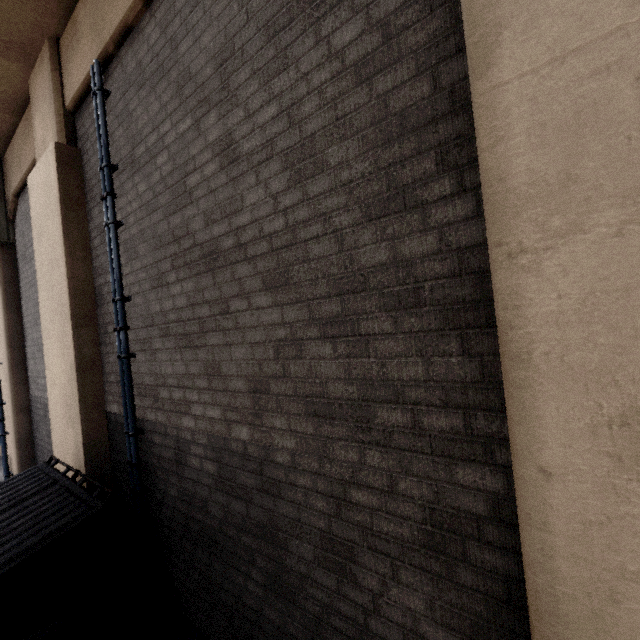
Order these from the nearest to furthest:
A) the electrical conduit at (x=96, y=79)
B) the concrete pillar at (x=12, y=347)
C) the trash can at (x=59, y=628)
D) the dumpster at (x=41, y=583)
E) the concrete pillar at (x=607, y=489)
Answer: the concrete pillar at (x=607, y=489) < the trash can at (x=59, y=628) < the dumpster at (x=41, y=583) < the electrical conduit at (x=96, y=79) < the concrete pillar at (x=12, y=347)

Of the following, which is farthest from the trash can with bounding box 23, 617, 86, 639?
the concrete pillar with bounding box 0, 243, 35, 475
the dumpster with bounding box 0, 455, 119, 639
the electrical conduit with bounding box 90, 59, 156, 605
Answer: the concrete pillar with bounding box 0, 243, 35, 475

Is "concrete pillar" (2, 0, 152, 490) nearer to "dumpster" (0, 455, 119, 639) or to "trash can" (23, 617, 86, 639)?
"dumpster" (0, 455, 119, 639)

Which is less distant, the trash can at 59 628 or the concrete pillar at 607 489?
the concrete pillar at 607 489

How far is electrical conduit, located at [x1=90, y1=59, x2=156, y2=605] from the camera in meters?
3.5 m

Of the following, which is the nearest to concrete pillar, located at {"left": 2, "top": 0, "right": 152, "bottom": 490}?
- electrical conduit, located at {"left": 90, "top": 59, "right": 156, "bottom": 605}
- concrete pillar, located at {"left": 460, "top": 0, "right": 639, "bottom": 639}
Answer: electrical conduit, located at {"left": 90, "top": 59, "right": 156, "bottom": 605}

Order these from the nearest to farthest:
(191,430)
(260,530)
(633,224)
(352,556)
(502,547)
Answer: (633,224) < (502,547) < (352,556) < (260,530) < (191,430)

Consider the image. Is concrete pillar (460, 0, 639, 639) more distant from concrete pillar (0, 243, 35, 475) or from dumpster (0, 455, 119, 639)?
concrete pillar (0, 243, 35, 475)
